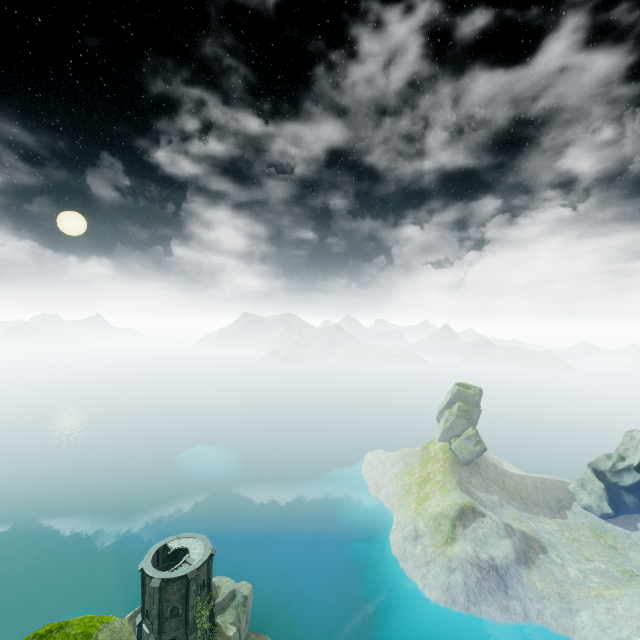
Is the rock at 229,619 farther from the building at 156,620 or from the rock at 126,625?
the rock at 126,625

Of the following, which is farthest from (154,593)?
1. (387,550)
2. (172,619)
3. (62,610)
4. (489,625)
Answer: (489,625)

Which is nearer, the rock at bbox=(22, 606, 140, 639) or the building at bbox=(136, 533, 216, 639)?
the rock at bbox=(22, 606, 140, 639)

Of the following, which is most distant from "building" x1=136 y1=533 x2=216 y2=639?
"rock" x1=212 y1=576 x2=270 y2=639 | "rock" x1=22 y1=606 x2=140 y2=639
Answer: "rock" x1=22 y1=606 x2=140 y2=639

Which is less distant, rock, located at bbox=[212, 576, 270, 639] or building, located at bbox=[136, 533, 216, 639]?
building, located at bbox=[136, 533, 216, 639]

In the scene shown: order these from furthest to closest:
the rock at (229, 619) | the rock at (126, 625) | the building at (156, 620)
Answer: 1. the rock at (229, 619)
2. the building at (156, 620)
3. the rock at (126, 625)

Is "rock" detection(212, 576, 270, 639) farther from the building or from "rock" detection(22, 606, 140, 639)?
"rock" detection(22, 606, 140, 639)
